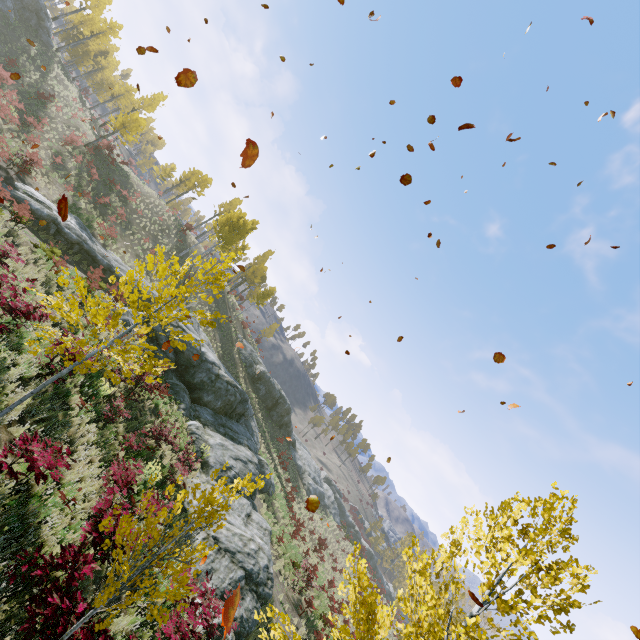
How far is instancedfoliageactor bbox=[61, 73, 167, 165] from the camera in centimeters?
3195cm

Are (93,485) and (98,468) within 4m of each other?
yes

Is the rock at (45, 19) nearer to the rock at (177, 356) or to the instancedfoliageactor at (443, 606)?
the rock at (177, 356)

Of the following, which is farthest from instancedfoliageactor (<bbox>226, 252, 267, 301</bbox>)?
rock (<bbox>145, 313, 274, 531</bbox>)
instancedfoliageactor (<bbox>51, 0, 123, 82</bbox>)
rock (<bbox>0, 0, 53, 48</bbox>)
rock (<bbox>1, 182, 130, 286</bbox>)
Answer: instancedfoliageactor (<bbox>51, 0, 123, 82</bbox>)

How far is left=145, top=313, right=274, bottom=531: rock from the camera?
16.83m

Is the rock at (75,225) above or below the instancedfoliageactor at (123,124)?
below

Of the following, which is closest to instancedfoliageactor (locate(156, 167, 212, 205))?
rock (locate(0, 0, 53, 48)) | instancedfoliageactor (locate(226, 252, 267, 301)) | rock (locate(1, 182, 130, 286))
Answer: rock (locate(1, 182, 130, 286))

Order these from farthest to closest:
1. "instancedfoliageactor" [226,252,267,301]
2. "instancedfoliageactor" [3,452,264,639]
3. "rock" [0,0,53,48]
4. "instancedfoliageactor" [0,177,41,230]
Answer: "instancedfoliageactor" [226,252,267,301] < "rock" [0,0,53,48] < "instancedfoliageactor" [0,177,41,230] < "instancedfoliageactor" [3,452,264,639]
